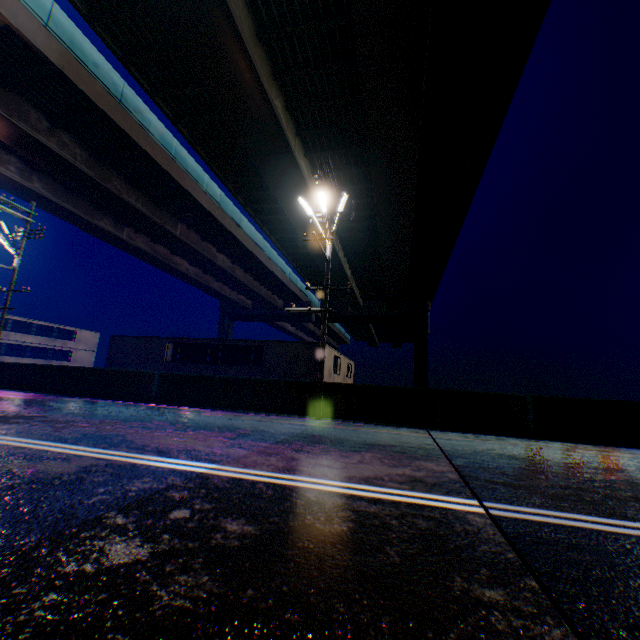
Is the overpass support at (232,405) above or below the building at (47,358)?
below

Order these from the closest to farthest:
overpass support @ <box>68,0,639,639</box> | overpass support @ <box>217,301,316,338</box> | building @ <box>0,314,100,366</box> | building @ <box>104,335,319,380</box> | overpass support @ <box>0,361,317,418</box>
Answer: overpass support @ <box>68,0,639,639</box> < overpass support @ <box>0,361,317,418</box> < building @ <box>104,335,319,380</box> < building @ <box>0,314,100,366</box> < overpass support @ <box>217,301,316,338</box>

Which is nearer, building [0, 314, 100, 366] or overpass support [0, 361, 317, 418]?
overpass support [0, 361, 317, 418]

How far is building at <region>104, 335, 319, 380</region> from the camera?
23.2 meters

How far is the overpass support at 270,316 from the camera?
51.0m

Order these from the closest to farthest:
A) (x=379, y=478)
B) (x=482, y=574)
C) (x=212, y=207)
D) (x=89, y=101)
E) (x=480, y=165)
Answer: (x=482, y=574) < (x=379, y=478) < (x=89, y=101) < (x=480, y=165) < (x=212, y=207)

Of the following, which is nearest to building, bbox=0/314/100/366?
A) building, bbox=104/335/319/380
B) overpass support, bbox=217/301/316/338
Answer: building, bbox=104/335/319/380

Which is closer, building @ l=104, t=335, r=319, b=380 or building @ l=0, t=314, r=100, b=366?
building @ l=104, t=335, r=319, b=380
